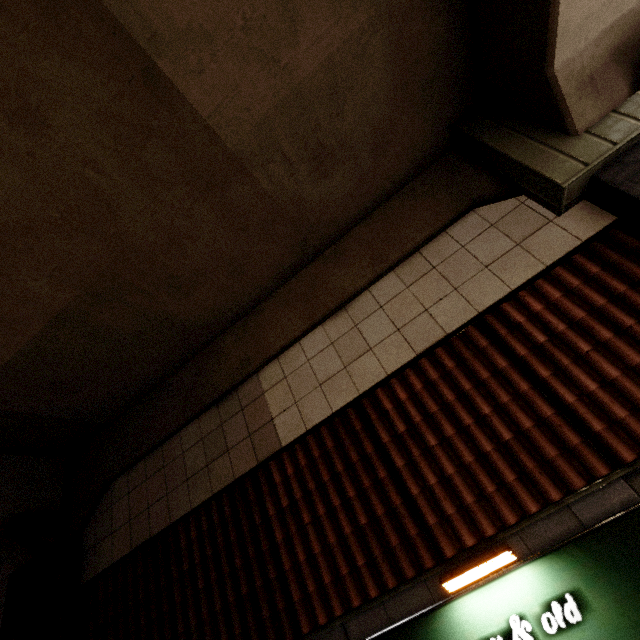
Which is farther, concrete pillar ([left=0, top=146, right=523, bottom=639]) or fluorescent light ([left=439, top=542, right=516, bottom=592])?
concrete pillar ([left=0, top=146, right=523, bottom=639])

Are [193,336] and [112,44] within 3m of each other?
no

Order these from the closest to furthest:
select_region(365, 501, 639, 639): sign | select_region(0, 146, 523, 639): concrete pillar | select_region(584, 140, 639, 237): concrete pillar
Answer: select_region(365, 501, 639, 639): sign < select_region(584, 140, 639, 237): concrete pillar < select_region(0, 146, 523, 639): concrete pillar

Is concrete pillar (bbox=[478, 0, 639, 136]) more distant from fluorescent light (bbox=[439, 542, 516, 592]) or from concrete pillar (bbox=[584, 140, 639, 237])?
fluorescent light (bbox=[439, 542, 516, 592])

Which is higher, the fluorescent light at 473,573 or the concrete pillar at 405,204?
the concrete pillar at 405,204

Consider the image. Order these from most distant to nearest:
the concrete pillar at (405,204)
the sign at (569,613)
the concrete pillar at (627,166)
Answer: the concrete pillar at (405,204), the concrete pillar at (627,166), the sign at (569,613)

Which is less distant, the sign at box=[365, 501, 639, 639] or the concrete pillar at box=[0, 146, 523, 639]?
the sign at box=[365, 501, 639, 639]
